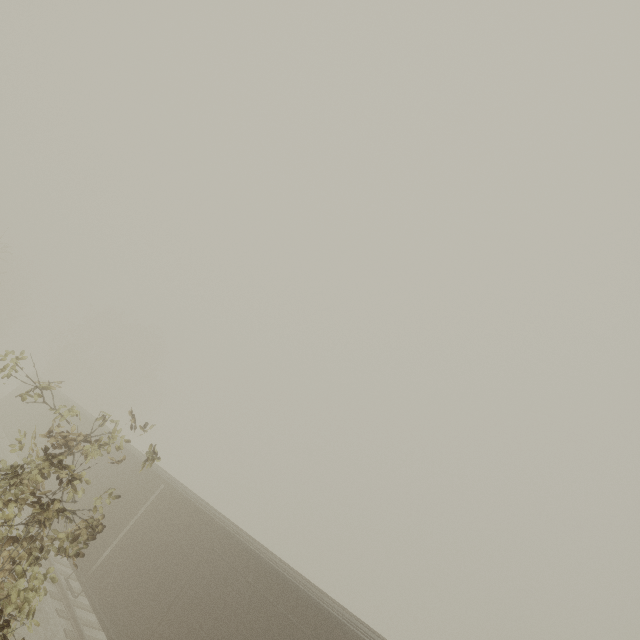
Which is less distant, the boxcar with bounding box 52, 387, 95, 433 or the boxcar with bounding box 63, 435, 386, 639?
the boxcar with bounding box 63, 435, 386, 639

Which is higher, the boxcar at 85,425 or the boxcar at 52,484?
the boxcar at 85,425

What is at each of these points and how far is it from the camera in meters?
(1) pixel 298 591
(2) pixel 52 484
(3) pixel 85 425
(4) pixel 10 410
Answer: (1) boxcar, 8.0
(2) boxcar, 15.6
(3) boxcar, 18.7
(4) boxcar, 25.3

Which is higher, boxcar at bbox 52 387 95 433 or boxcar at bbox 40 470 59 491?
boxcar at bbox 52 387 95 433

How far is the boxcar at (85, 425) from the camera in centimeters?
1858cm
